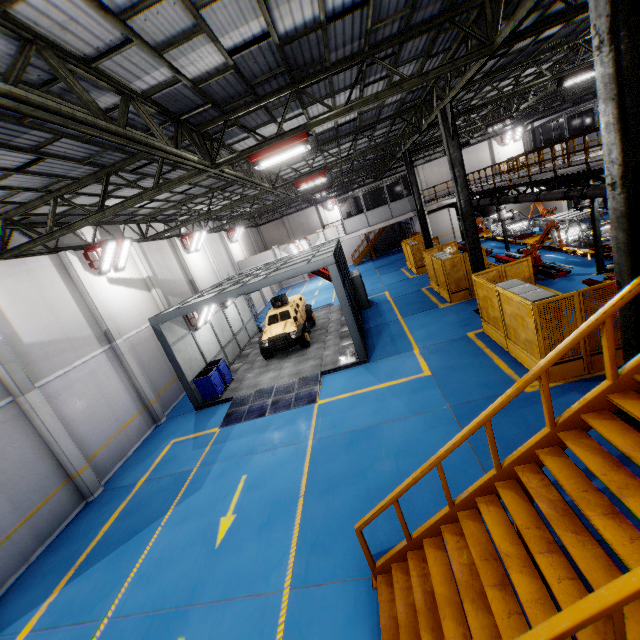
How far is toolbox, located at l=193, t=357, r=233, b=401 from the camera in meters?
13.9

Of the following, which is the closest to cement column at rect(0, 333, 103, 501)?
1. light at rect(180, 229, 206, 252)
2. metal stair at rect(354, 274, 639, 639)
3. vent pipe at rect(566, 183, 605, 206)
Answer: metal stair at rect(354, 274, 639, 639)

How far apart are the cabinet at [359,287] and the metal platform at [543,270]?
7.70m

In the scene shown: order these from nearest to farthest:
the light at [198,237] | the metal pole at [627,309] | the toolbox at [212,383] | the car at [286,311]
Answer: the metal pole at [627,309]
the toolbox at [212,383]
the car at [286,311]
the light at [198,237]

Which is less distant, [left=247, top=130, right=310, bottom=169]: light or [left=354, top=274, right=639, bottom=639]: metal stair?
[left=354, top=274, right=639, bottom=639]: metal stair

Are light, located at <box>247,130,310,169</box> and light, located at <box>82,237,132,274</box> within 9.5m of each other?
yes

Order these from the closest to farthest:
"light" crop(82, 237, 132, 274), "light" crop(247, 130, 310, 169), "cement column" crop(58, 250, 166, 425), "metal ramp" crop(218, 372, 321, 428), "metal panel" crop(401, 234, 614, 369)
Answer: "metal panel" crop(401, 234, 614, 369), "light" crop(247, 130, 310, 169), "metal ramp" crop(218, 372, 321, 428), "cement column" crop(58, 250, 166, 425), "light" crop(82, 237, 132, 274)

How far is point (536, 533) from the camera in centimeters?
371cm
